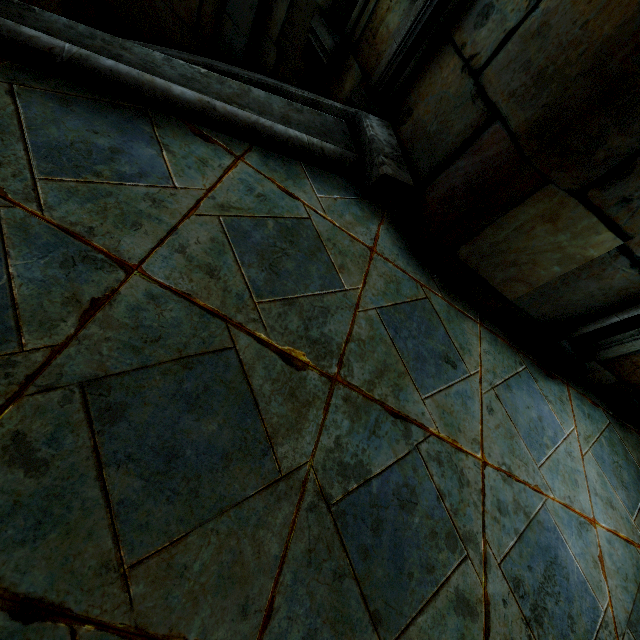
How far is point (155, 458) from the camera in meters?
1.0 m
